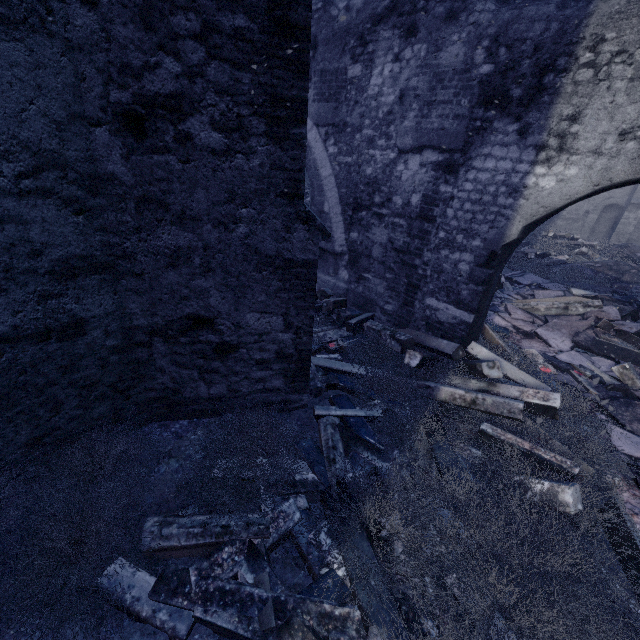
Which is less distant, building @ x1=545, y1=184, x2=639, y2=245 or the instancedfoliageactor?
the instancedfoliageactor

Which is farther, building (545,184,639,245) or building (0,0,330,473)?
building (545,184,639,245)

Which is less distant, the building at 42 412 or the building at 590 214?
the building at 42 412

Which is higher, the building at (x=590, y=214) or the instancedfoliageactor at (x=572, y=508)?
the building at (x=590, y=214)

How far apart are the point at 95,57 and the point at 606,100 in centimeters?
418cm

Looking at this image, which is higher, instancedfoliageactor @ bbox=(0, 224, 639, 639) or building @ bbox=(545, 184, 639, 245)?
building @ bbox=(545, 184, 639, 245)
